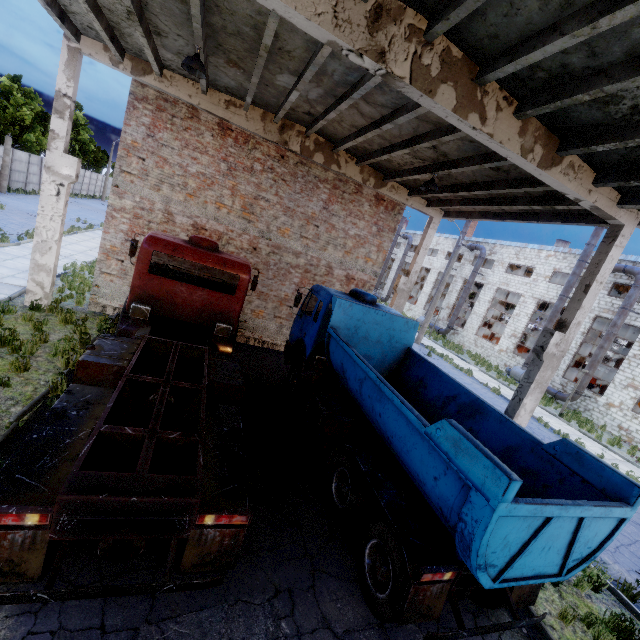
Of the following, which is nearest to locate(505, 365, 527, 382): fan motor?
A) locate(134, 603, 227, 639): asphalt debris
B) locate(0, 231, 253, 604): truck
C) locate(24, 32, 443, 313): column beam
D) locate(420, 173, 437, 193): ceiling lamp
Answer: locate(24, 32, 443, 313): column beam

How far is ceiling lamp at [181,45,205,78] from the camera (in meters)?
6.85

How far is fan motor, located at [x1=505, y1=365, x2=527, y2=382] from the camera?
25.64m

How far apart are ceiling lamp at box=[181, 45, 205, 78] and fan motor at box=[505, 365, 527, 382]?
27.9m

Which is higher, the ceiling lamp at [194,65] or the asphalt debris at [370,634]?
the ceiling lamp at [194,65]

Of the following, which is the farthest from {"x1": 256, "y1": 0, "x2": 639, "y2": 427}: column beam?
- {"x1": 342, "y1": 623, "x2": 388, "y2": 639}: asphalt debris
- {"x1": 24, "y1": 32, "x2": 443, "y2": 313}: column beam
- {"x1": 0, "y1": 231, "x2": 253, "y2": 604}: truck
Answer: {"x1": 24, "y1": 32, "x2": 443, "y2": 313}: column beam

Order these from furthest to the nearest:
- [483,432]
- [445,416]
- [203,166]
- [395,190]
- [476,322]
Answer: [476,322], [395,190], [203,166], [445,416], [483,432]

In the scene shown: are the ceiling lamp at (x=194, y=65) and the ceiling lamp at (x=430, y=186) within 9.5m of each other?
yes
